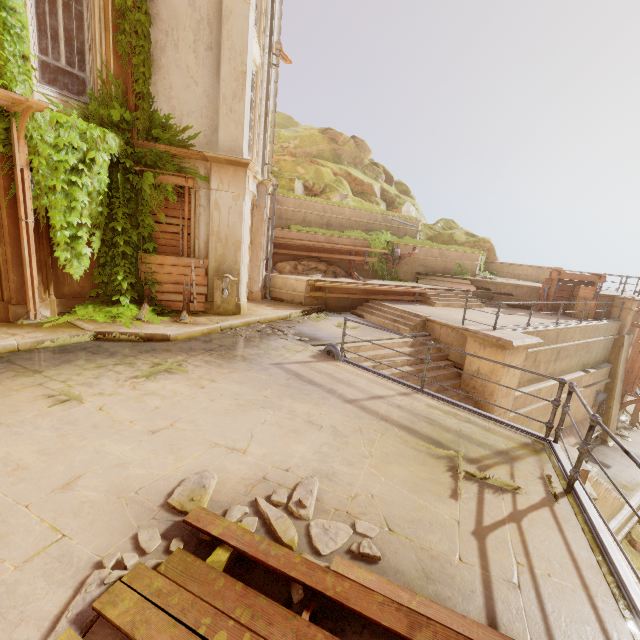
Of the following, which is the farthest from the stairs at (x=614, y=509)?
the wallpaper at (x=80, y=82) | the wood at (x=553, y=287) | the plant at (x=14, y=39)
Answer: the wallpaper at (x=80, y=82)

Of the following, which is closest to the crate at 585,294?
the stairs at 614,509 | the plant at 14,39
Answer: the stairs at 614,509

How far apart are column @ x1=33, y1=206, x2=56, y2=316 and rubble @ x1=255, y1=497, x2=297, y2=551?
7.48m

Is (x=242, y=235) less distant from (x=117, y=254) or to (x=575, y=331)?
(x=117, y=254)

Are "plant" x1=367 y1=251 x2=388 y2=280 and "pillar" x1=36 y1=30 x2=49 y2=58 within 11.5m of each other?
no

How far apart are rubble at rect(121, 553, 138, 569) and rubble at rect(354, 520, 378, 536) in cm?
50

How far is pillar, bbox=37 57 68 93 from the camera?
11.2 meters

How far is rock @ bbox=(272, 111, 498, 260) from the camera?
20.1 meters
